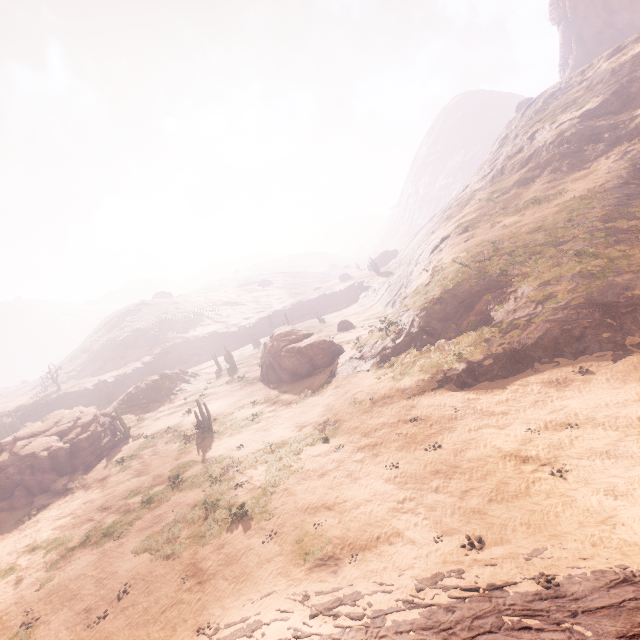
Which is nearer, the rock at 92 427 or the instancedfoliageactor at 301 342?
the rock at 92 427

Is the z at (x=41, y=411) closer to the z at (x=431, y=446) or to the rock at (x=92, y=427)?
the z at (x=431, y=446)

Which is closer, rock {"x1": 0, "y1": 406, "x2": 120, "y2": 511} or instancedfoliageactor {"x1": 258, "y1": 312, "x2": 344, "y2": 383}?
rock {"x1": 0, "y1": 406, "x2": 120, "y2": 511}

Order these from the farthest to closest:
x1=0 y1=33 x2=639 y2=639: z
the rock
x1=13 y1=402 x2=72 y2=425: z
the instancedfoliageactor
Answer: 1. x1=13 y1=402 x2=72 y2=425: z
2. the instancedfoliageactor
3. the rock
4. x1=0 y1=33 x2=639 y2=639: z

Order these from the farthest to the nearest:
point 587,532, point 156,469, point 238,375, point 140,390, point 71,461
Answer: point 140,390, point 238,375, point 71,461, point 156,469, point 587,532

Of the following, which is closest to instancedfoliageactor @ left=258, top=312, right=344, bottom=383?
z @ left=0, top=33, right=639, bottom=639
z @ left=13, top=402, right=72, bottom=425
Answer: z @ left=0, top=33, right=639, bottom=639

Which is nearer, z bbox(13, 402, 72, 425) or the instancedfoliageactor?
the instancedfoliageactor

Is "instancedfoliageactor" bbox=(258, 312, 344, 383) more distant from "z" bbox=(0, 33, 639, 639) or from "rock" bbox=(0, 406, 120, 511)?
"z" bbox=(0, 33, 639, 639)
